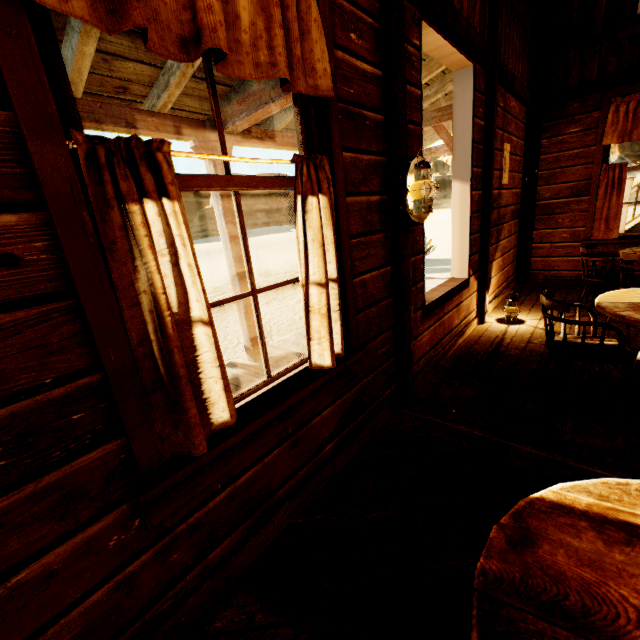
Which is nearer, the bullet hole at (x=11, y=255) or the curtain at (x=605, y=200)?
the bullet hole at (x=11, y=255)

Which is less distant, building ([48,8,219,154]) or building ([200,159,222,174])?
building ([48,8,219,154])

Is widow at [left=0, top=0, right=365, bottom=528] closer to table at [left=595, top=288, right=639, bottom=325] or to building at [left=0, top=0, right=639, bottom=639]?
building at [left=0, top=0, right=639, bottom=639]

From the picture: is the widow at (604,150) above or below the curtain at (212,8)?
below

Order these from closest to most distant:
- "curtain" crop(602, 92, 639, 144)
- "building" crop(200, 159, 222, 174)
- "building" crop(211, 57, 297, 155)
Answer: "building" crop(211, 57, 297, 155) < "building" crop(200, 159, 222, 174) < "curtain" crop(602, 92, 639, 144)

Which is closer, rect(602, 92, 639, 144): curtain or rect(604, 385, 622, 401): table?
rect(604, 385, 622, 401): table

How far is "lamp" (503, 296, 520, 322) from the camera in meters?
4.3 m

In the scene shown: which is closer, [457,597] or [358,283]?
[457,597]
